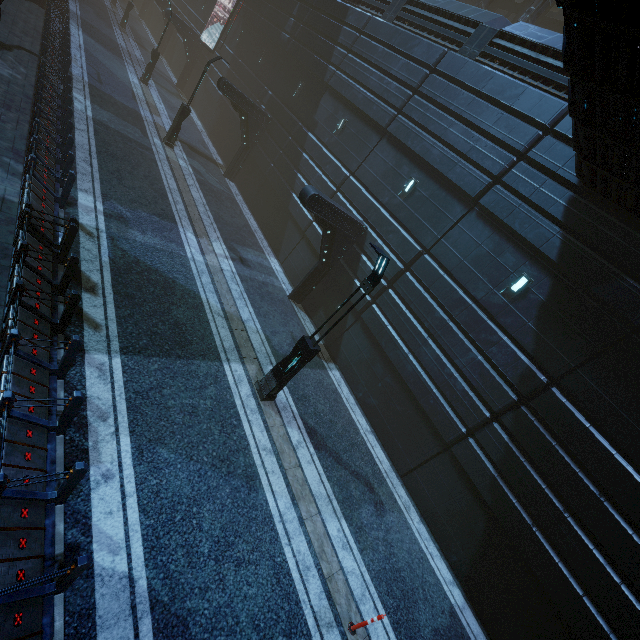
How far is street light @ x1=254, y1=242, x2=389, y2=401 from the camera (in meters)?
7.66

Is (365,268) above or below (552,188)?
below

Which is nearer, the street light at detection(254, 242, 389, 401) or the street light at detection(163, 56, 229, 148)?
the street light at detection(254, 242, 389, 401)

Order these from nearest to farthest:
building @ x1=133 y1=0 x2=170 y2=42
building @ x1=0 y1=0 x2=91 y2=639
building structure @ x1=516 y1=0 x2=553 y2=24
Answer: building @ x1=0 y1=0 x2=91 y2=639
building structure @ x1=516 y1=0 x2=553 y2=24
building @ x1=133 y1=0 x2=170 y2=42

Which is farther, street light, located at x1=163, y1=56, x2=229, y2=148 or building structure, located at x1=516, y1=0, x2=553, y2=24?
building structure, located at x1=516, y1=0, x2=553, y2=24

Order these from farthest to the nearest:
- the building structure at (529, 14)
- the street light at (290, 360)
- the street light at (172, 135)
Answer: the building structure at (529, 14) < the street light at (172, 135) < the street light at (290, 360)

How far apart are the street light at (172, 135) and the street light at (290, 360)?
16.69m

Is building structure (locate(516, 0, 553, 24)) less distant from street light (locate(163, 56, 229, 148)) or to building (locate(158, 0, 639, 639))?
building (locate(158, 0, 639, 639))
